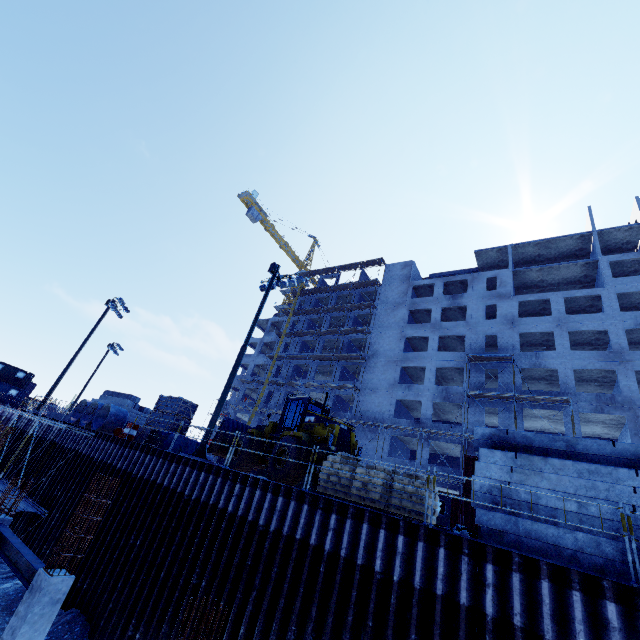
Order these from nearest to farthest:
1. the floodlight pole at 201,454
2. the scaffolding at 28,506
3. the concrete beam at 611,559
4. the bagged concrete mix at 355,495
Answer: the concrete beam at 611,559 < the bagged concrete mix at 355,495 < the floodlight pole at 201,454 < the scaffolding at 28,506

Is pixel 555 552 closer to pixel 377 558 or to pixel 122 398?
pixel 377 558

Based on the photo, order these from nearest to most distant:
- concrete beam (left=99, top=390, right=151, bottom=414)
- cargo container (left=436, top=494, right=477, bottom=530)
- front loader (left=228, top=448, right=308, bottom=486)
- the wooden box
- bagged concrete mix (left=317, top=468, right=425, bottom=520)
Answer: bagged concrete mix (left=317, top=468, right=425, bottom=520) → front loader (left=228, top=448, right=308, bottom=486) → the wooden box → cargo container (left=436, top=494, right=477, bottom=530) → concrete beam (left=99, top=390, right=151, bottom=414)

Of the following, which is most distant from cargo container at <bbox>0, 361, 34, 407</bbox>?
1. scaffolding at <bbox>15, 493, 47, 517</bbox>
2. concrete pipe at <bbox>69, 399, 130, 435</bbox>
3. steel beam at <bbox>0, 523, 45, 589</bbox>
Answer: steel beam at <bbox>0, 523, 45, 589</bbox>

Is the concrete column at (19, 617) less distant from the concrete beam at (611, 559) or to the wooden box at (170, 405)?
the wooden box at (170, 405)

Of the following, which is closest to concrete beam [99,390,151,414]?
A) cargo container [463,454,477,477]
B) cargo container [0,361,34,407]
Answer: cargo container [463,454,477,477]

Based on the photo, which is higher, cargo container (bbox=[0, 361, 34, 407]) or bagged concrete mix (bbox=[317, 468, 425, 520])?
cargo container (bbox=[0, 361, 34, 407])

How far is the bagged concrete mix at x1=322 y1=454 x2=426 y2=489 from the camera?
9.8m
